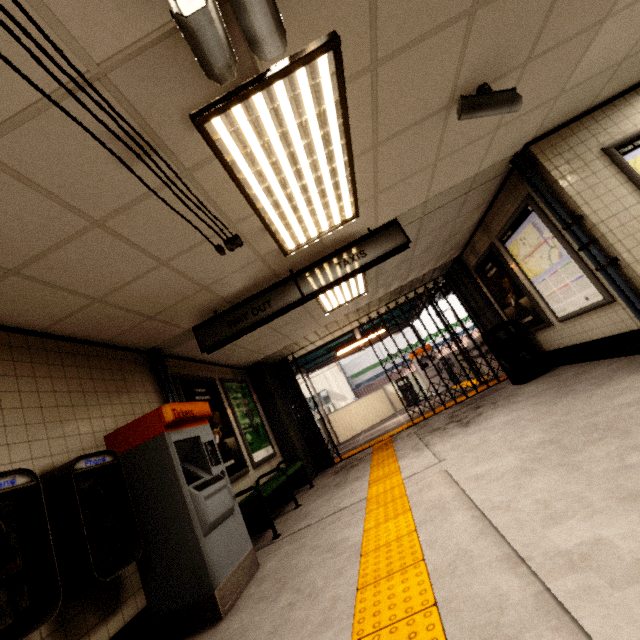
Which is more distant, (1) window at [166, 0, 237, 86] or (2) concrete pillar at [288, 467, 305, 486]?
(2) concrete pillar at [288, 467, 305, 486]

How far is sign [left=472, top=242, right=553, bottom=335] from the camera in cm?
569

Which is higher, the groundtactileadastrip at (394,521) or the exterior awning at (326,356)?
the exterior awning at (326,356)

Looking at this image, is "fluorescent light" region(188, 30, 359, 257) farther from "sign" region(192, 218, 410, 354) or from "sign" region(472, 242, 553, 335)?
"sign" region(472, 242, 553, 335)

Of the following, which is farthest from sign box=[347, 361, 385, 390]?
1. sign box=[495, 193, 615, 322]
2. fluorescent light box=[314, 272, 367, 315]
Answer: sign box=[495, 193, 615, 322]

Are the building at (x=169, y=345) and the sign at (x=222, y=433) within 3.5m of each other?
yes

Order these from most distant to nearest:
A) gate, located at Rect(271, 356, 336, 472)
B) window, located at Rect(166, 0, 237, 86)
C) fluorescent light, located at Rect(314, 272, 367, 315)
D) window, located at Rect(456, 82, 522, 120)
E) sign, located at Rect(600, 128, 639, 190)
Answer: gate, located at Rect(271, 356, 336, 472), fluorescent light, located at Rect(314, 272, 367, 315), sign, located at Rect(600, 128, 639, 190), window, located at Rect(456, 82, 522, 120), window, located at Rect(166, 0, 237, 86)

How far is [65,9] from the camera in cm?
133
